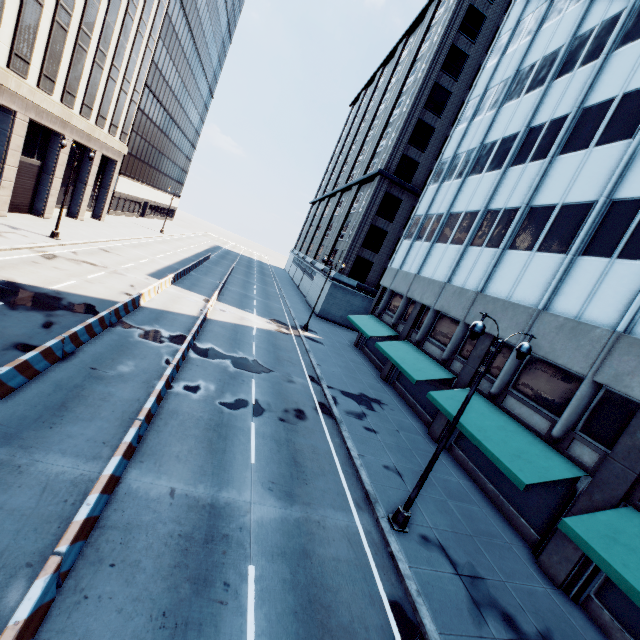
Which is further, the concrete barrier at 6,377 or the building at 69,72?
the building at 69,72

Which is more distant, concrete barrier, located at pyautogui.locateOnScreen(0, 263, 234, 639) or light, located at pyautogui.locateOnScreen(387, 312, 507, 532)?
light, located at pyautogui.locateOnScreen(387, 312, 507, 532)

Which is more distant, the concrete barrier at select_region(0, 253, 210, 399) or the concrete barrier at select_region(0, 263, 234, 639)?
the concrete barrier at select_region(0, 253, 210, 399)

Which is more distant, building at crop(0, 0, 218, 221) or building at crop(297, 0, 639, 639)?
building at crop(0, 0, 218, 221)

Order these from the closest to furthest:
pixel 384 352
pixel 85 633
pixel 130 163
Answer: pixel 85 633, pixel 384 352, pixel 130 163

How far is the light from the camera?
9.23m

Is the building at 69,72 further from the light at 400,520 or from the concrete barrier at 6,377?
the light at 400,520

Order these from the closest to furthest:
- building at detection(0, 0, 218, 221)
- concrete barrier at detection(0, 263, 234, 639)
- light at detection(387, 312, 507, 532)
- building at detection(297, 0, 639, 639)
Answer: concrete barrier at detection(0, 263, 234, 639), light at detection(387, 312, 507, 532), building at detection(297, 0, 639, 639), building at detection(0, 0, 218, 221)
